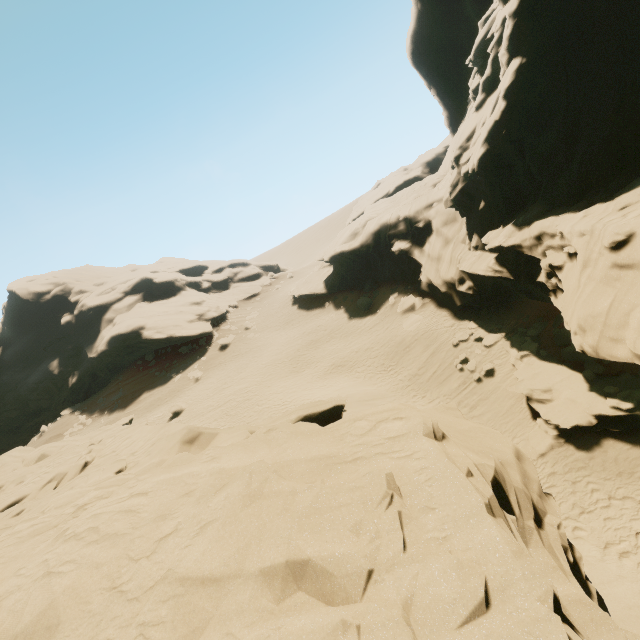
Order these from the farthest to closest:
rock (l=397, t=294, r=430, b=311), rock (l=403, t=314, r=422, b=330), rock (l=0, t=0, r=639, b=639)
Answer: rock (l=397, t=294, r=430, b=311), rock (l=403, t=314, r=422, b=330), rock (l=0, t=0, r=639, b=639)

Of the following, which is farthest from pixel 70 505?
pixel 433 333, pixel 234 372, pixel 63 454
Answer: pixel 234 372

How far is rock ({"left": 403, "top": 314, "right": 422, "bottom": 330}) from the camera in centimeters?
2352cm

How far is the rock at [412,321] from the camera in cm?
2352

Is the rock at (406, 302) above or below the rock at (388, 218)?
below

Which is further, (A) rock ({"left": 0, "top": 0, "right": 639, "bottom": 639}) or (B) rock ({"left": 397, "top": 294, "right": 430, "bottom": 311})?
(B) rock ({"left": 397, "top": 294, "right": 430, "bottom": 311})
